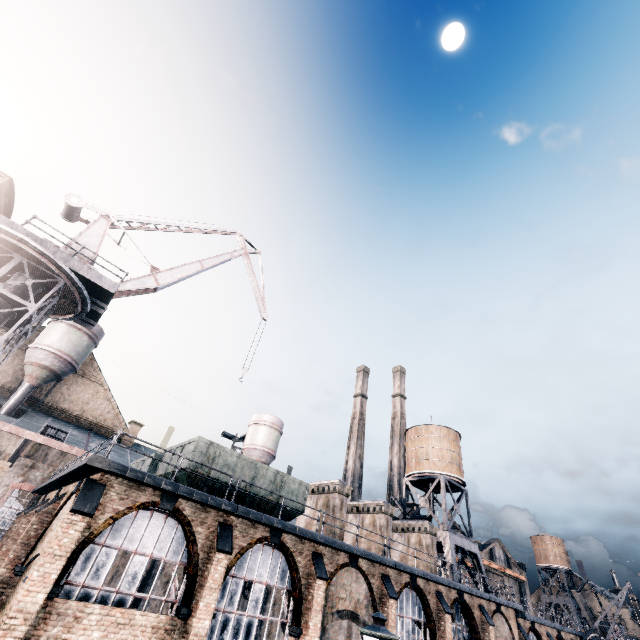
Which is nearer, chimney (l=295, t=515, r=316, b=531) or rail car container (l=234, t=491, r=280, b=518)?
rail car container (l=234, t=491, r=280, b=518)

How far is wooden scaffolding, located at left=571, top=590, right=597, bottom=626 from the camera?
37.41m

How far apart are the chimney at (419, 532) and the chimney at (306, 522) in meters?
3.8

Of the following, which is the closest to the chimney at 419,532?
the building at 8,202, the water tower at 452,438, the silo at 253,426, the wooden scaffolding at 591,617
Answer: the water tower at 452,438

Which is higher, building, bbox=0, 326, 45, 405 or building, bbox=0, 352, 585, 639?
building, bbox=0, 326, 45, 405

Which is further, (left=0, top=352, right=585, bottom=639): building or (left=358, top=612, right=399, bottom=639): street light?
(left=0, top=352, right=585, bottom=639): building

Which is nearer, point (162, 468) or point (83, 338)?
point (162, 468)

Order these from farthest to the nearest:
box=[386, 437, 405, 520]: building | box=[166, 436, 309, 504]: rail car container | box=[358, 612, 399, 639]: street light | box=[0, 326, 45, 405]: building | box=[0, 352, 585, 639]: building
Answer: box=[386, 437, 405, 520]: building
box=[0, 326, 45, 405]: building
box=[166, 436, 309, 504]: rail car container
box=[0, 352, 585, 639]: building
box=[358, 612, 399, 639]: street light
